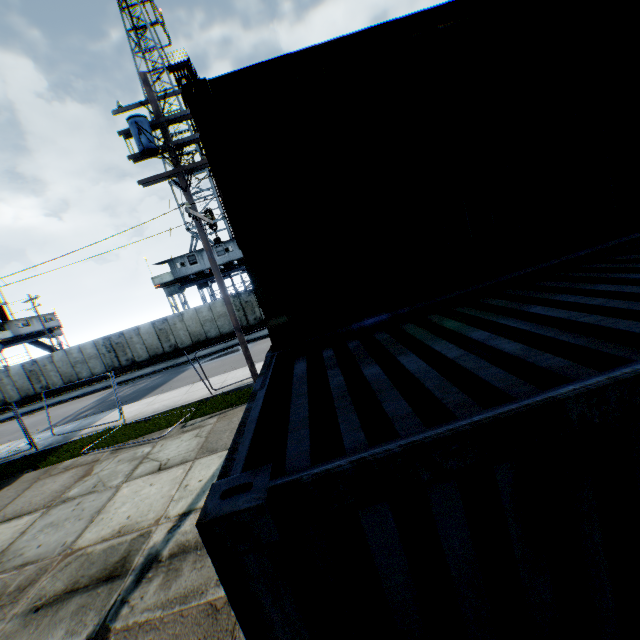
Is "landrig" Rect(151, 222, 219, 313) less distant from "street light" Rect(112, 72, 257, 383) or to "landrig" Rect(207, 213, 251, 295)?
"landrig" Rect(207, 213, 251, 295)

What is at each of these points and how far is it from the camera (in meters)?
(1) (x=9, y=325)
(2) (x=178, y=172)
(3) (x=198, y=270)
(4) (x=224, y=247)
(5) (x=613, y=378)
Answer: (1) landrig, 35.50
(2) street light, 8.81
(3) landrig, 28.91
(4) landrig, 28.70
(5) storage container, 1.31

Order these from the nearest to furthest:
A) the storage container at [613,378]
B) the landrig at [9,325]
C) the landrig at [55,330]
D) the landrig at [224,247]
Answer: the storage container at [613,378], the landrig at [224,247], the landrig at [9,325], the landrig at [55,330]

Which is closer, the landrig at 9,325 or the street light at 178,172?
the street light at 178,172

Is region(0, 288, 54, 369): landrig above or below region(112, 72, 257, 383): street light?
below

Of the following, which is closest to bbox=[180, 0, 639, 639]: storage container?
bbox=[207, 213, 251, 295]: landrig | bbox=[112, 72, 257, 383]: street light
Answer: bbox=[112, 72, 257, 383]: street light

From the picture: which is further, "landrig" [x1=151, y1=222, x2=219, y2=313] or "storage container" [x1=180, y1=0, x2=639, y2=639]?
"landrig" [x1=151, y1=222, x2=219, y2=313]

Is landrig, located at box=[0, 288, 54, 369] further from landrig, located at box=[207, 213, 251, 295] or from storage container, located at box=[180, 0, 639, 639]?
storage container, located at box=[180, 0, 639, 639]
